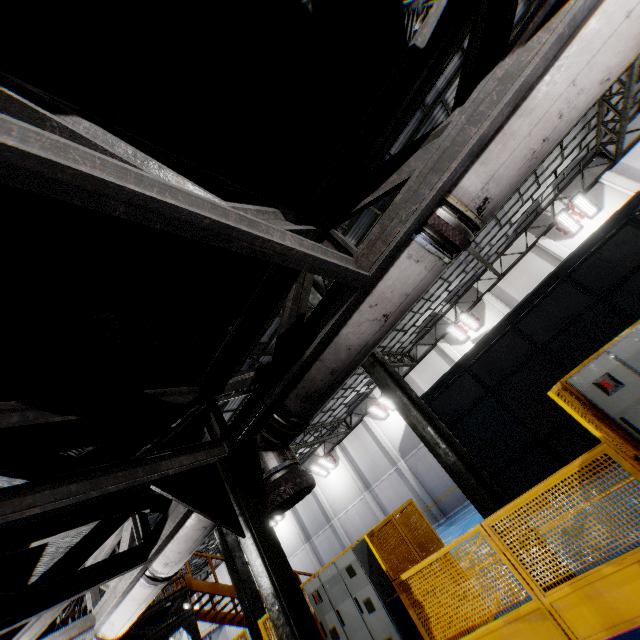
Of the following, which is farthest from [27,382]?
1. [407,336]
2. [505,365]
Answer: [407,336]

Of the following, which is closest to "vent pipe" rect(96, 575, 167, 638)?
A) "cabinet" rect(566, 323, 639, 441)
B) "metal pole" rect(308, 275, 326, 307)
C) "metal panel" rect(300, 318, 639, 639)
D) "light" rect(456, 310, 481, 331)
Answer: "metal panel" rect(300, 318, 639, 639)

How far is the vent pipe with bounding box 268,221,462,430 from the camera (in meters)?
2.03

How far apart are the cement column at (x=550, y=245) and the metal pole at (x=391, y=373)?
15.5 meters

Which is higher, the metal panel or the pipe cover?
the pipe cover

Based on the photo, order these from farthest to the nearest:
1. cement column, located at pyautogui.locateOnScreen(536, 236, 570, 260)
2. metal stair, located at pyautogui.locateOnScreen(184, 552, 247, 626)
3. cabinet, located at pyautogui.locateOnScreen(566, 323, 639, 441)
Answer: cement column, located at pyautogui.locateOnScreen(536, 236, 570, 260) < metal stair, located at pyautogui.locateOnScreen(184, 552, 247, 626) < cabinet, located at pyautogui.locateOnScreen(566, 323, 639, 441)

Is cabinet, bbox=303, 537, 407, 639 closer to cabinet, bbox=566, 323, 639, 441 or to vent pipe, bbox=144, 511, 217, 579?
vent pipe, bbox=144, 511, 217, 579

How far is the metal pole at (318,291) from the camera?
8.16m
